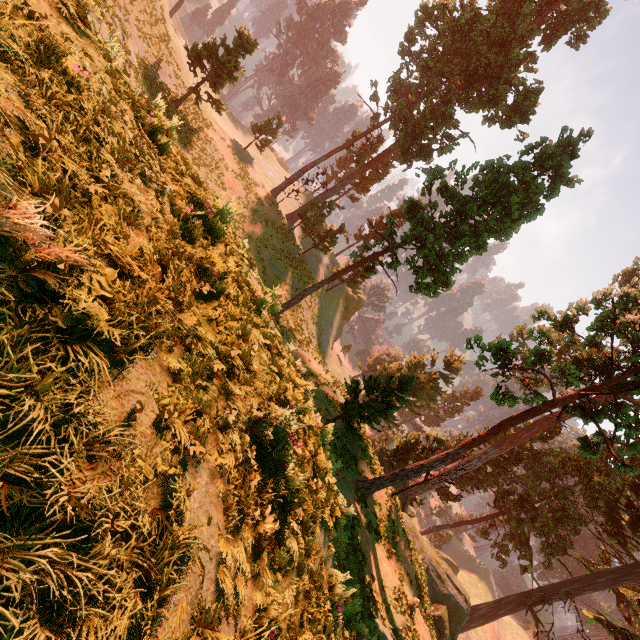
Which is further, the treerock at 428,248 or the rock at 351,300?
the rock at 351,300

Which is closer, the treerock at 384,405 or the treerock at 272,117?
the treerock at 384,405

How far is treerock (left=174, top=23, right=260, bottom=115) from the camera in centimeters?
2520cm

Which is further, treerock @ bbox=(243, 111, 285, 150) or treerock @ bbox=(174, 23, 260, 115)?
treerock @ bbox=(243, 111, 285, 150)

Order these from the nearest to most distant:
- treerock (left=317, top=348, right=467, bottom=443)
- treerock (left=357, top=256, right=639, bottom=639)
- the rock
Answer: treerock (left=357, top=256, right=639, bottom=639), treerock (left=317, top=348, right=467, bottom=443), the rock

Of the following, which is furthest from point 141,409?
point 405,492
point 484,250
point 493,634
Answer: point 493,634
